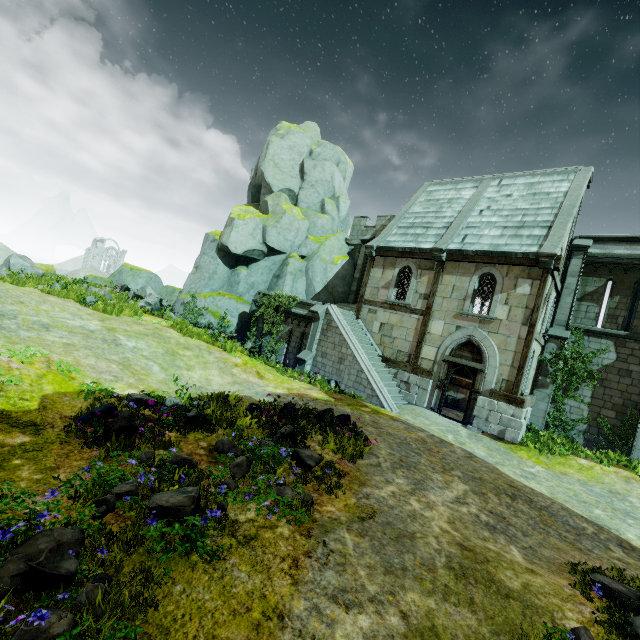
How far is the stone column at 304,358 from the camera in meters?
15.8

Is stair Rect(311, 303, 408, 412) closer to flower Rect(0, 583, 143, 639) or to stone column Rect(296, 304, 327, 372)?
stone column Rect(296, 304, 327, 372)

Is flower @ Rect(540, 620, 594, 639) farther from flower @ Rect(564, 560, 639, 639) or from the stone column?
the stone column

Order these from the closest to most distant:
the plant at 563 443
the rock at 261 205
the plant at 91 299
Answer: the plant at 563 443 < the plant at 91 299 < the rock at 261 205

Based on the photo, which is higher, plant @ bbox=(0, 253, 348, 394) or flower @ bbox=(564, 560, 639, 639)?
plant @ bbox=(0, 253, 348, 394)

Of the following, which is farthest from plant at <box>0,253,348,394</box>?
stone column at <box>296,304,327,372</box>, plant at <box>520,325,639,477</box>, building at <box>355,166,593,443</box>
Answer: plant at <box>520,325,639,477</box>

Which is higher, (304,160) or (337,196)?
(304,160)

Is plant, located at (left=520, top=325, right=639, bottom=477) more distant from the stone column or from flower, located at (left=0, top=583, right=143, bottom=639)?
flower, located at (left=0, top=583, right=143, bottom=639)
